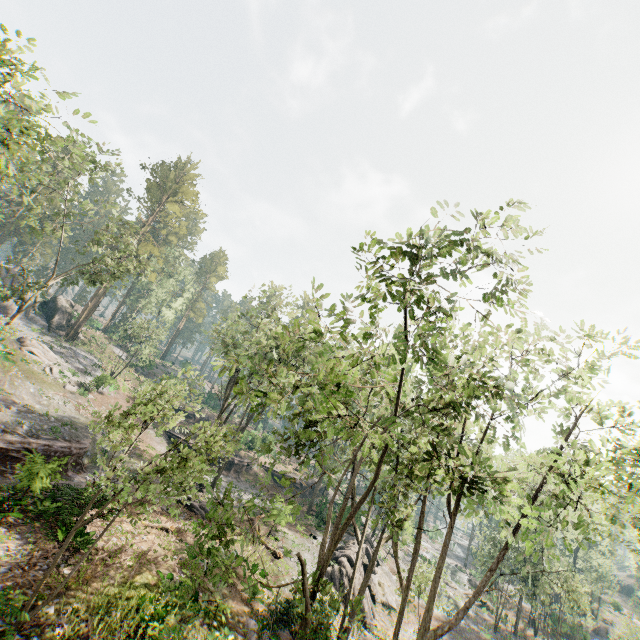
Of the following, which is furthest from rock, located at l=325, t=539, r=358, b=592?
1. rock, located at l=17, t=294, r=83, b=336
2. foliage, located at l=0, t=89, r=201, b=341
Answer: rock, located at l=17, t=294, r=83, b=336

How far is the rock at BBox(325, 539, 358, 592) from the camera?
24.9m

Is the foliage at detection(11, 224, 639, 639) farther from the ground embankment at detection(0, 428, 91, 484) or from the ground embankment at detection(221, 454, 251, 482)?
the ground embankment at detection(221, 454, 251, 482)

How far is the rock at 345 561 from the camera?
24.9 meters

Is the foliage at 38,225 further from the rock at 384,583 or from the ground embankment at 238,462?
the ground embankment at 238,462

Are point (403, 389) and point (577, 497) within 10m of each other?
no

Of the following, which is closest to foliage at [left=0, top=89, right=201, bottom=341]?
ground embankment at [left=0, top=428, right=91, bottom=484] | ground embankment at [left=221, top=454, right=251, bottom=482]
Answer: ground embankment at [left=0, top=428, right=91, bottom=484]

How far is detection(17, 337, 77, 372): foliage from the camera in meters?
33.8 m
